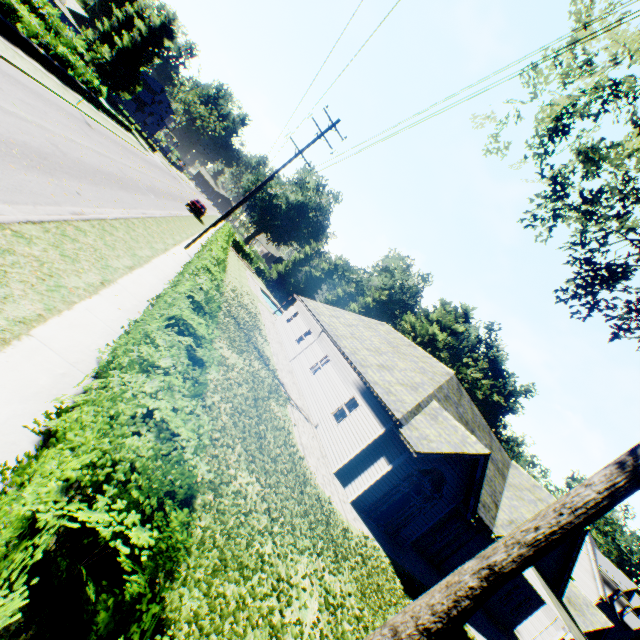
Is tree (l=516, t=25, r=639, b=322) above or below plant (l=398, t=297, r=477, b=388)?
below

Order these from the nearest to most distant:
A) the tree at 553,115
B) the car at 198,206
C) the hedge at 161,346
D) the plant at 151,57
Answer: the hedge at 161,346 < the tree at 553,115 < the car at 198,206 < the plant at 151,57

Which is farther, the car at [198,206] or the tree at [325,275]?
the tree at [325,275]

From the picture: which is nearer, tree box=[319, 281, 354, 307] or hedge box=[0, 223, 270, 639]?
hedge box=[0, 223, 270, 639]

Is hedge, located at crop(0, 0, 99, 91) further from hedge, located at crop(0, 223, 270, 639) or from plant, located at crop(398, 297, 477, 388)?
hedge, located at crop(0, 223, 270, 639)

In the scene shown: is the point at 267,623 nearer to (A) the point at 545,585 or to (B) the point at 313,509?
(B) the point at 313,509

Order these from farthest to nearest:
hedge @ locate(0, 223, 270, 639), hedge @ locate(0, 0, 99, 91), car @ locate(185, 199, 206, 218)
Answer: car @ locate(185, 199, 206, 218), hedge @ locate(0, 0, 99, 91), hedge @ locate(0, 223, 270, 639)

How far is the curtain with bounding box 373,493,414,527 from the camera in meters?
13.3
